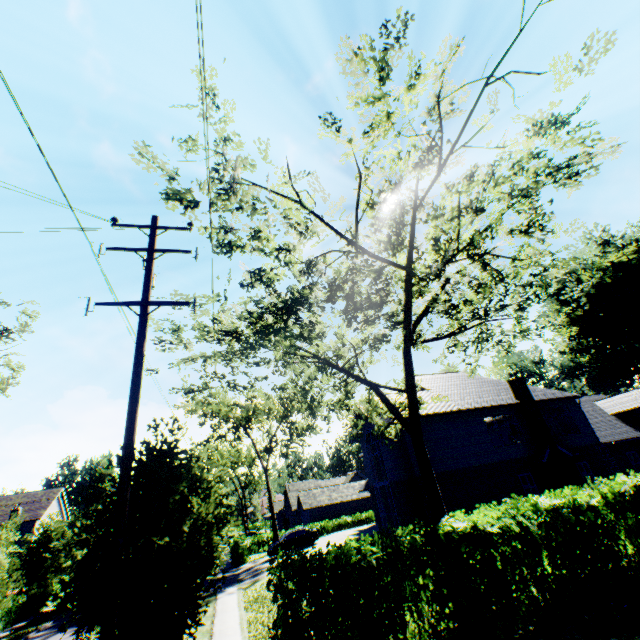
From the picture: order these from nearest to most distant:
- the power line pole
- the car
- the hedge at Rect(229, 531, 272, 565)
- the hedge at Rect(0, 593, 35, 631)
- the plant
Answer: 1. the power line pole
2. the hedge at Rect(0, 593, 35, 631)
3. the car
4. the hedge at Rect(229, 531, 272, 565)
5. the plant

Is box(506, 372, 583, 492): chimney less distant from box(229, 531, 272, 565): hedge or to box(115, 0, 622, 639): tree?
box(115, 0, 622, 639): tree

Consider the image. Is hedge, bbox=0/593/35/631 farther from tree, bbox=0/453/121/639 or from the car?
the car

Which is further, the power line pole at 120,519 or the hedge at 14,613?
the hedge at 14,613

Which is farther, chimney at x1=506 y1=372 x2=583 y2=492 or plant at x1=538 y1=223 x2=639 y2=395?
plant at x1=538 y1=223 x2=639 y2=395

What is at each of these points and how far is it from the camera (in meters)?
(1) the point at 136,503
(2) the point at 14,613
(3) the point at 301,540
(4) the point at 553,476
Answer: (1) tree, 7.57
(2) hedge, 23.19
(3) car, 30.05
(4) chimney, 20.28

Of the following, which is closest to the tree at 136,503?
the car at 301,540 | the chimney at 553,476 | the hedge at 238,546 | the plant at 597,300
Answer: the plant at 597,300

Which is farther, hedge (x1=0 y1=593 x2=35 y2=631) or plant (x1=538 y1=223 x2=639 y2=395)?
plant (x1=538 y1=223 x2=639 y2=395)
